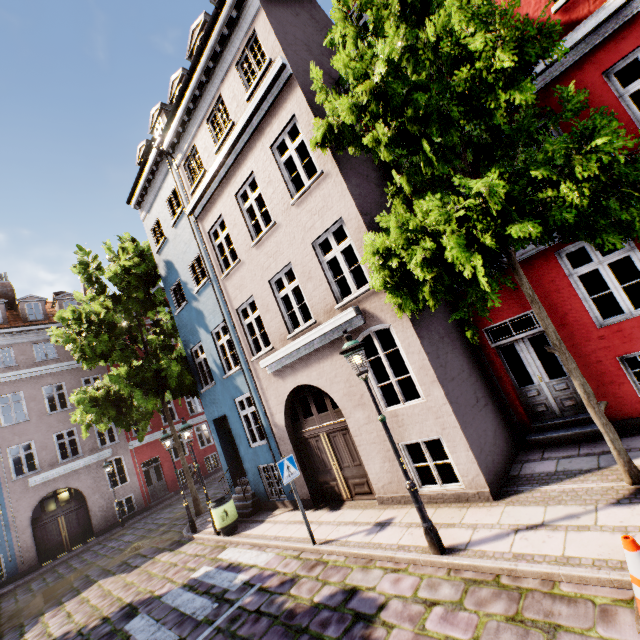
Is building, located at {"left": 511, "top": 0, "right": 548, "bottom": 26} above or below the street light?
above

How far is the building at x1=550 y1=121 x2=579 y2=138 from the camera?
6.41m

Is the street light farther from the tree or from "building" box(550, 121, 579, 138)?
the tree

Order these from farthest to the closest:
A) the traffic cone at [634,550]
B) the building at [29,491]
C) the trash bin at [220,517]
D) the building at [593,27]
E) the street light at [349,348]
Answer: the building at [29,491], the trash bin at [220,517], the building at [593,27], the street light at [349,348], the traffic cone at [634,550]

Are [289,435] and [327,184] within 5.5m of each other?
no

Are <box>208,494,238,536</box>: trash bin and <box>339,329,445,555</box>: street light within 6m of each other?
no

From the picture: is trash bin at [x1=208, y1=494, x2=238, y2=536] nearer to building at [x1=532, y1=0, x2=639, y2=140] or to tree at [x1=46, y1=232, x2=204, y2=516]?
building at [x1=532, y1=0, x2=639, y2=140]

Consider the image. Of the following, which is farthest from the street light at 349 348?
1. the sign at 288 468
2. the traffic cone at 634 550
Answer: the sign at 288 468
